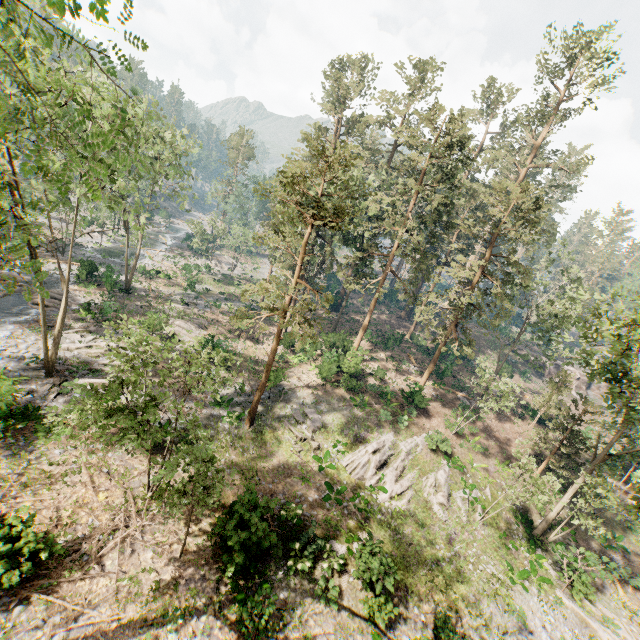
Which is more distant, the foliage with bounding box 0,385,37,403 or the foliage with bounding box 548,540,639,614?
the foliage with bounding box 548,540,639,614

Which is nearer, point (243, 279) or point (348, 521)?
point (348, 521)

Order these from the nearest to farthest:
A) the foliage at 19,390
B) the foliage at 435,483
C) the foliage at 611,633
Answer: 1. the foliage at 19,390
2. the foliage at 611,633
3. the foliage at 435,483

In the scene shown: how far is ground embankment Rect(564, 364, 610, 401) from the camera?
51.0 meters

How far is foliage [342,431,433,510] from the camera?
20.3 meters

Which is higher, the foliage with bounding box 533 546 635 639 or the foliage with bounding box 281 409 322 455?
the foliage with bounding box 281 409 322 455

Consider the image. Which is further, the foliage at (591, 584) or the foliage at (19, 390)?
the foliage at (591, 584)
